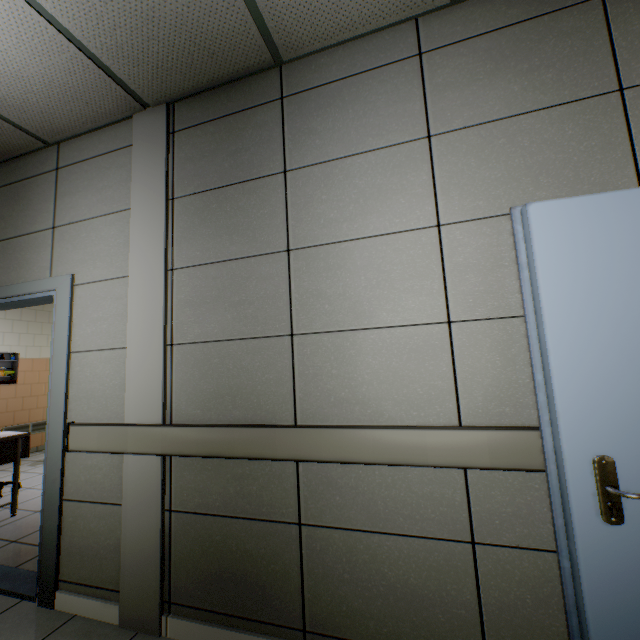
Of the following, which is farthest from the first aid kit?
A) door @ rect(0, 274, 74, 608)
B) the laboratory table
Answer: door @ rect(0, 274, 74, 608)

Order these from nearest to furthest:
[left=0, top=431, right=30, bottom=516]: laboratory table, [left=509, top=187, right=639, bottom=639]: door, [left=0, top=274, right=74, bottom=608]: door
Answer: [left=509, top=187, right=639, bottom=639]: door → [left=0, top=274, right=74, bottom=608]: door → [left=0, top=431, right=30, bottom=516]: laboratory table

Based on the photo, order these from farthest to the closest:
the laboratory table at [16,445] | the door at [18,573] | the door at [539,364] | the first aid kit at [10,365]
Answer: the first aid kit at [10,365]
the laboratory table at [16,445]
the door at [18,573]
the door at [539,364]

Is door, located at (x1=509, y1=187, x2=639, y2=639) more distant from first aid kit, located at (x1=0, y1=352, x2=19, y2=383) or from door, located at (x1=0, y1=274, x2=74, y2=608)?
first aid kit, located at (x1=0, y1=352, x2=19, y2=383)

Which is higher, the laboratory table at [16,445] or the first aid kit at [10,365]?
the first aid kit at [10,365]

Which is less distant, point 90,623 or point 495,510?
point 495,510

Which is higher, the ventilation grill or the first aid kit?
the first aid kit

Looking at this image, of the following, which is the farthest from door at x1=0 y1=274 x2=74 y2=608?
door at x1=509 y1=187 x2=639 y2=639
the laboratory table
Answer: door at x1=509 y1=187 x2=639 y2=639
